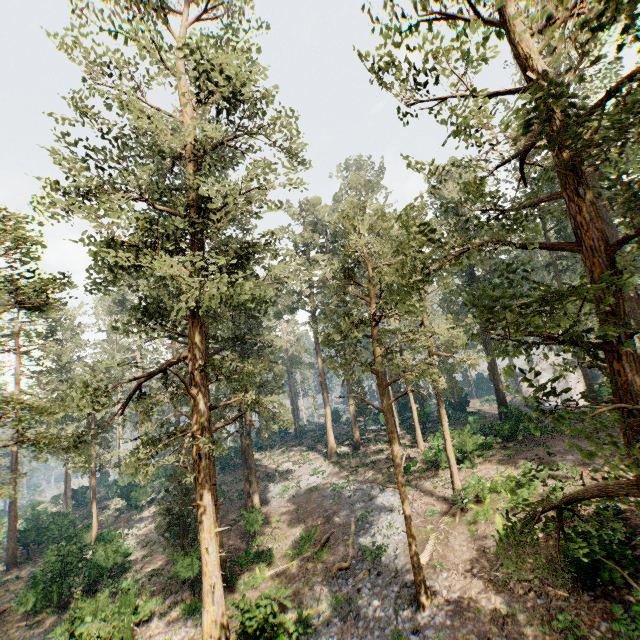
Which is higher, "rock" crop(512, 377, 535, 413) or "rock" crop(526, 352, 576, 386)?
"rock" crop(526, 352, 576, 386)

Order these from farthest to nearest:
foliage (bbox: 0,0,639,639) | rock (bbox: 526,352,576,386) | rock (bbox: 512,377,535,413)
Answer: rock (bbox: 526,352,576,386) < rock (bbox: 512,377,535,413) < foliage (bbox: 0,0,639,639)

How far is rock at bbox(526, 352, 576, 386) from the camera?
47.6 meters

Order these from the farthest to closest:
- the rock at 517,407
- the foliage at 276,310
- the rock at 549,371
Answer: the rock at 549,371 < the rock at 517,407 < the foliage at 276,310

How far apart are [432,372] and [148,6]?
23.0m

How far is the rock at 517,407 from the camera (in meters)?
30.16

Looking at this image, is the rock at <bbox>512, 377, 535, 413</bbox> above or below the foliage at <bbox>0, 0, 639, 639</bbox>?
below
